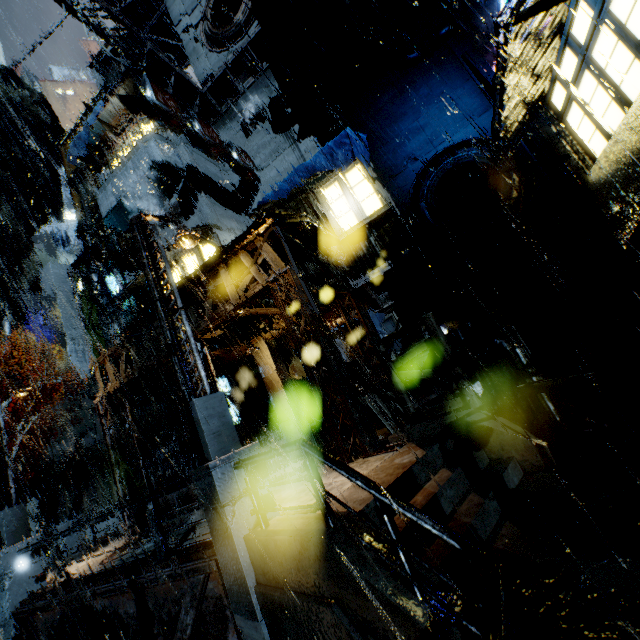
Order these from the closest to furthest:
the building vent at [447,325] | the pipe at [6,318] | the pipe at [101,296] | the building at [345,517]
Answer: the building at [345,517]
the building vent at [447,325]
the pipe at [6,318]
the pipe at [101,296]

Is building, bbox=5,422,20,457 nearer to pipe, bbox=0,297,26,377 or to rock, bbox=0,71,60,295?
pipe, bbox=0,297,26,377

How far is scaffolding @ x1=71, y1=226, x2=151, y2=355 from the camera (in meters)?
15.43

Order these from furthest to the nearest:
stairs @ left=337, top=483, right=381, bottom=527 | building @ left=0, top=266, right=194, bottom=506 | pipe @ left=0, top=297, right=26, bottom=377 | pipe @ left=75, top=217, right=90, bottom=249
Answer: pipe @ left=75, top=217, right=90, bottom=249 < pipe @ left=0, top=297, right=26, bottom=377 < building @ left=0, top=266, right=194, bottom=506 < stairs @ left=337, top=483, right=381, bottom=527

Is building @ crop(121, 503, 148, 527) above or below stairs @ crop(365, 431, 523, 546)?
above

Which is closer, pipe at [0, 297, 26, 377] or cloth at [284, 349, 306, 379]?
cloth at [284, 349, 306, 379]

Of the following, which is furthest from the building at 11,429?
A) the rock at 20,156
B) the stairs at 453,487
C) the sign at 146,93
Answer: the rock at 20,156

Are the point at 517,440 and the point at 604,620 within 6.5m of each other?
yes
